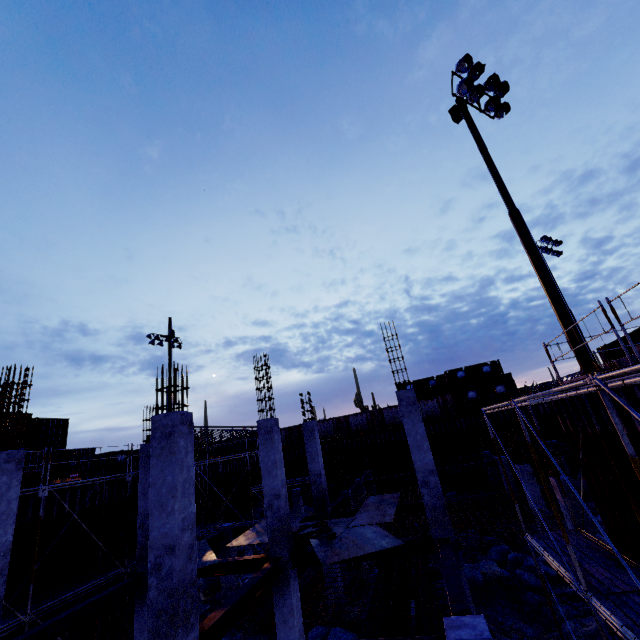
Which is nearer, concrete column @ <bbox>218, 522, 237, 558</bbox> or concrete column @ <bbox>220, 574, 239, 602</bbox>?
concrete column @ <bbox>220, 574, 239, 602</bbox>

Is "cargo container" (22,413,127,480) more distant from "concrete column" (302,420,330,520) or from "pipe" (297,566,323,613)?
"concrete column" (302,420,330,520)

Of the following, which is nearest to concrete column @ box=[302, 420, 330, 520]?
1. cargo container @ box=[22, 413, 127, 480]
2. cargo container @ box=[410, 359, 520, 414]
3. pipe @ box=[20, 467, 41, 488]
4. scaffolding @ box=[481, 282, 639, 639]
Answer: scaffolding @ box=[481, 282, 639, 639]

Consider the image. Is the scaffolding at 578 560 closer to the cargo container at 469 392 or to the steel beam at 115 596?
the steel beam at 115 596

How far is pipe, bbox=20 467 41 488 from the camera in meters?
14.1 m

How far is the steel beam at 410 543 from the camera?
9.16m

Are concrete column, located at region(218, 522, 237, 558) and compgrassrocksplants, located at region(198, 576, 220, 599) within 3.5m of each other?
yes

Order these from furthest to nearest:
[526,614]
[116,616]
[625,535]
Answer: [116,616]
[526,614]
[625,535]
